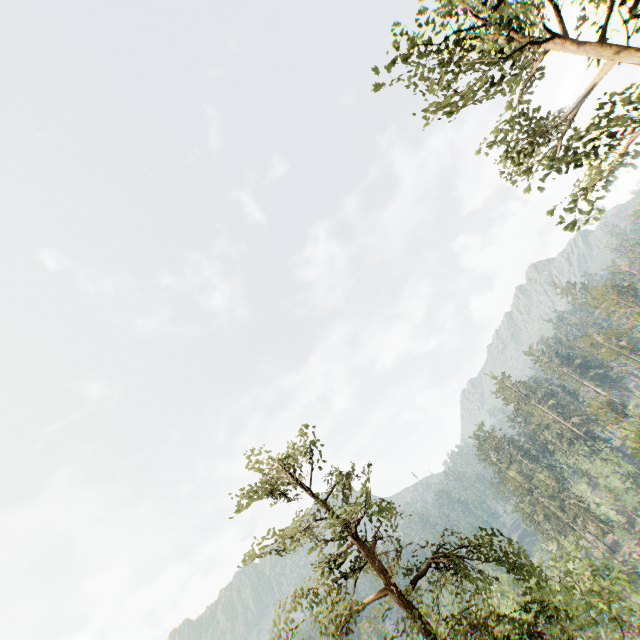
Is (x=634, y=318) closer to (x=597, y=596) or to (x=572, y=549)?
(x=572, y=549)

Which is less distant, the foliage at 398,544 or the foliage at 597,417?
the foliage at 398,544

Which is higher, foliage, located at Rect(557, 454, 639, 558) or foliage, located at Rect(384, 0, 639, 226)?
foliage, located at Rect(384, 0, 639, 226)

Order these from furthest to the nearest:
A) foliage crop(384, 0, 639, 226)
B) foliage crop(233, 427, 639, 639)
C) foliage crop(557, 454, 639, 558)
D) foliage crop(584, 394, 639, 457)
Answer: foliage crop(557, 454, 639, 558) → foliage crop(584, 394, 639, 457) → foliage crop(233, 427, 639, 639) → foliage crop(384, 0, 639, 226)

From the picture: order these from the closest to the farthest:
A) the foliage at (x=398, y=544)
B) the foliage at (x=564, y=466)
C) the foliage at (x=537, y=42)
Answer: the foliage at (x=537, y=42), the foliage at (x=398, y=544), the foliage at (x=564, y=466)

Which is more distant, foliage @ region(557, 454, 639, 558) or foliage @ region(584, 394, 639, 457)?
foliage @ region(557, 454, 639, 558)
